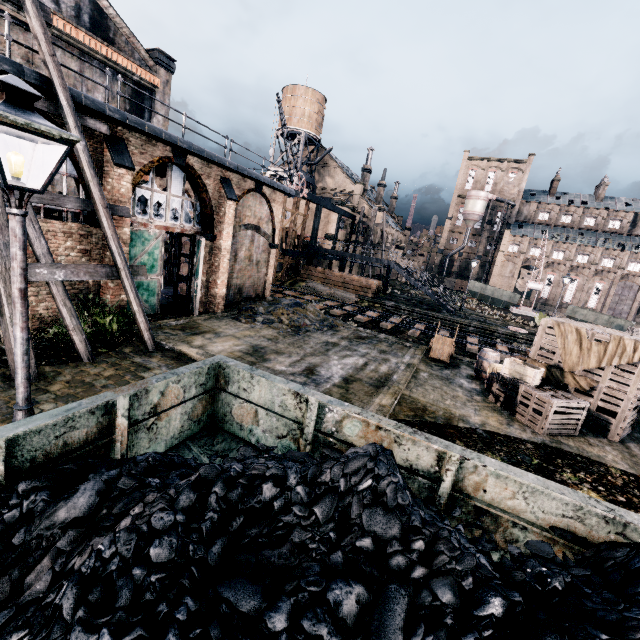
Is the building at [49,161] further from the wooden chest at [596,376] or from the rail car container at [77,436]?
the wooden chest at [596,376]

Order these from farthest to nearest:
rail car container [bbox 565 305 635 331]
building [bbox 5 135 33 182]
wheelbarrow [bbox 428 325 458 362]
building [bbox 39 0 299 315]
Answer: rail car container [bbox 565 305 635 331] < wheelbarrow [bbox 428 325 458 362] < building [bbox 39 0 299 315] < building [bbox 5 135 33 182]

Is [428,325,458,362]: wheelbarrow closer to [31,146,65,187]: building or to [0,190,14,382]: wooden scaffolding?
[31,146,65,187]: building

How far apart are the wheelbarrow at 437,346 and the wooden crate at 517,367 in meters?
3.7 m

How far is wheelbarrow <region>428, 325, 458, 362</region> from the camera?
16.80m

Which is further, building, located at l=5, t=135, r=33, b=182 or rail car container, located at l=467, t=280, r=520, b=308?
rail car container, located at l=467, t=280, r=520, b=308

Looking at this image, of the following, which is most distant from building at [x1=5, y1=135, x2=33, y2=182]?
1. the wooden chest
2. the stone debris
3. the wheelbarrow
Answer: the wooden chest

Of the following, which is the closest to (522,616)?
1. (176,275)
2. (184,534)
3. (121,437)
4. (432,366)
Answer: (184,534)
